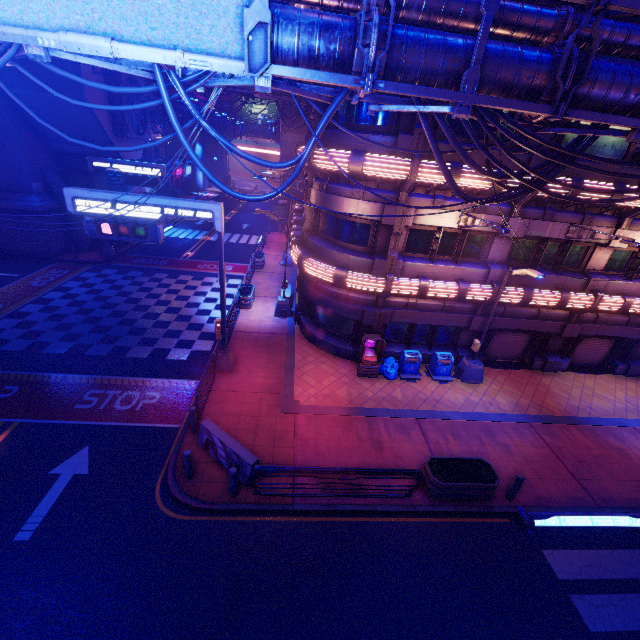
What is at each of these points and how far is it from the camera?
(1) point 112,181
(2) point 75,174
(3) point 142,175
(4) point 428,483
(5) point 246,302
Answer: (1) stair, 40.4m
(2) pillar, 25.4m
(3) sign, 23.6m
(4) plant holder, 10.0m
(5) plant holder, 20.0m

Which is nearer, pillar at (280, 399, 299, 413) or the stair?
pillar at (280, 399, 299, 413)

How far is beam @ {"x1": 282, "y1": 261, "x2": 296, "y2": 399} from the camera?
13.9 meters

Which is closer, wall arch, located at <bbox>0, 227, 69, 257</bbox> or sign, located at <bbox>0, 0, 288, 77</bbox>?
sign, located at <bbox>0, 0, 288, 77</bbox>

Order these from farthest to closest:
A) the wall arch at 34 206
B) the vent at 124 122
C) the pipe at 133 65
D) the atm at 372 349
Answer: the vent at 124 122
the wall arch at 34 206
the atm at 372 349
the pipe at 133 65

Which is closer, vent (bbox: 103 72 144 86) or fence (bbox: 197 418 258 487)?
fence (bbox: 197 418 258 487)

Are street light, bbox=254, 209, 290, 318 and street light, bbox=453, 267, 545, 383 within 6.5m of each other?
no

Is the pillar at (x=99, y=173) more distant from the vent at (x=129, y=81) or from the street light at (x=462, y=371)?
the street light at (x=462, y=371)
